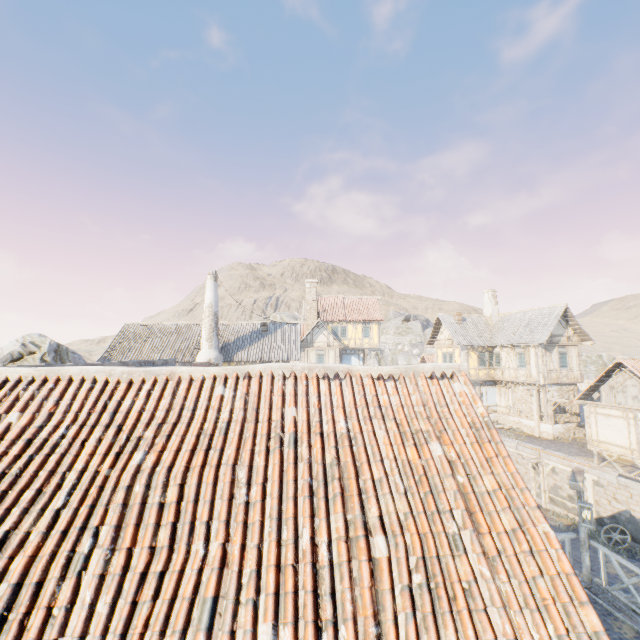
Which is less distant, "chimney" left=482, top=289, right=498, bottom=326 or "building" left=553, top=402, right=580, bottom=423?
"building" left=553, top=402, right=580, bottom=423

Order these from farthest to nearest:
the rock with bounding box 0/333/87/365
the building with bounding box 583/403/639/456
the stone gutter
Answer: the building with bounding box 583/403/639/456
the rock with bounding box 0/333/87/365
the stone gutter

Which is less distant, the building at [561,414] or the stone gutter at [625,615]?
the stone gutter at [625,615]

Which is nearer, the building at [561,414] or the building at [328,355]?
the building at [561,414]

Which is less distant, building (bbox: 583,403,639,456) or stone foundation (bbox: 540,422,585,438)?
building (bbox: 583,403,639,456)

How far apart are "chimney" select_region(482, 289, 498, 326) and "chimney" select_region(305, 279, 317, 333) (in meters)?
16.88

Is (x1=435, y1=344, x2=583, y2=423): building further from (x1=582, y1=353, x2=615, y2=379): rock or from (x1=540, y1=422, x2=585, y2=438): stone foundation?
(x1=582, y1=353, x2=615, y2=379): rock

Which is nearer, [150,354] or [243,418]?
[243,418]
